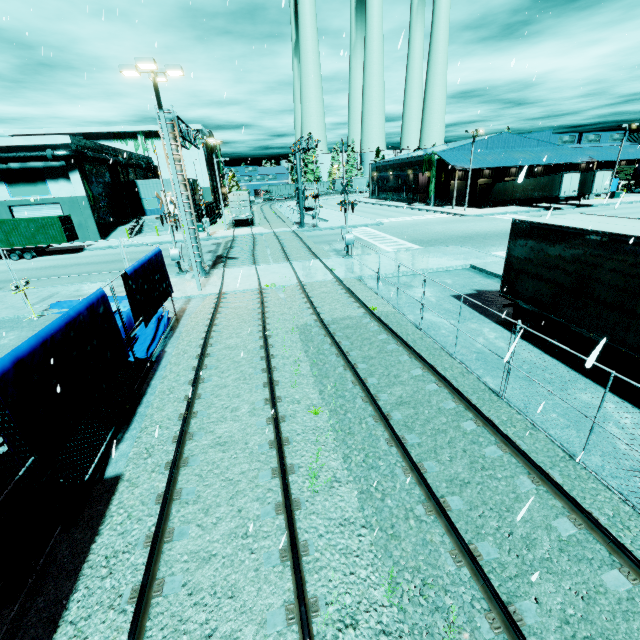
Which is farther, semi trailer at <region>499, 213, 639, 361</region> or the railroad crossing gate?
the railroad crossing gate

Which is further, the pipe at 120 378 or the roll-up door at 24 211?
the roll-up door at 24 211

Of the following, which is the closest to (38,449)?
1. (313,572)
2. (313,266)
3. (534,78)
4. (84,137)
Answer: (313,572)

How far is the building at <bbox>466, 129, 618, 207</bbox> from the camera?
48.1m

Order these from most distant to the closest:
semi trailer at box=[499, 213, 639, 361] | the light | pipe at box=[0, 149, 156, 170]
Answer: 1. pipe at box=[0, 149, 156, 170]
2. the light
3. semi trailer at box=[499, 213, 639, 361]

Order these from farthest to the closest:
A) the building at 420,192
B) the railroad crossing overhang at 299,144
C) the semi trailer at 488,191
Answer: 1. the building at 420,192
2. the semi trailer at 488,191
3. the railroad crossing overhang at 299,144

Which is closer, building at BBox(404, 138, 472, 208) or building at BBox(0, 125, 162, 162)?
building at BBox(0, 125, 162, 162)

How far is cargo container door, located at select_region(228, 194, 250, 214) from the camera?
40.1 meters
